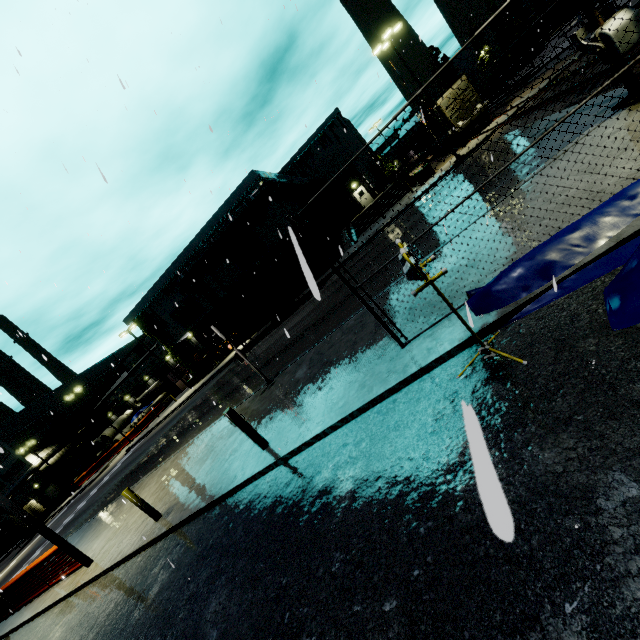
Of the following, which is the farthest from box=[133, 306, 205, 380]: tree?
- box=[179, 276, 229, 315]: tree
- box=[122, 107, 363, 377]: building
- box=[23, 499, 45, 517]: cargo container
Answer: box=[179, 276, 229, 315]: tree

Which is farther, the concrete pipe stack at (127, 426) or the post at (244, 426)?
the concrete pipe stack at (127, 426)

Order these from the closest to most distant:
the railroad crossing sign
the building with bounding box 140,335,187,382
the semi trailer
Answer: the railroad crossing sign, the semi trailer, the building with bounding box 140,335,187,382

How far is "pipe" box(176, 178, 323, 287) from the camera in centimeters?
2762cm

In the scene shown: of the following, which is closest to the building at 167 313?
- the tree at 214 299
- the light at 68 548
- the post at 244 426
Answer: the tree at 214 299

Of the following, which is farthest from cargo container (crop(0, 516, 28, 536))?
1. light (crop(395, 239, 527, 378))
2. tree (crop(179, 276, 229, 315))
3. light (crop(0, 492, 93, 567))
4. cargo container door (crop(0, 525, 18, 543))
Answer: light (crop(395, 239, 527, 378))

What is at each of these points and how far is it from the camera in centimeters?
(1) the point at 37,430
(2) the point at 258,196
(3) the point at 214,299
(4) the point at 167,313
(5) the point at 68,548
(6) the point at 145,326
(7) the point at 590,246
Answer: (1) building, 5112cm
(2) pipe, 2748cm
(3) tree, 3356cm
(4) building, 3522cm
(5) light, 976cm
(6) tree, 3544cm
(7) tarp, 416cm

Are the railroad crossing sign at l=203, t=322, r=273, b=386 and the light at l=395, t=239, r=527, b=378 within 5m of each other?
no
